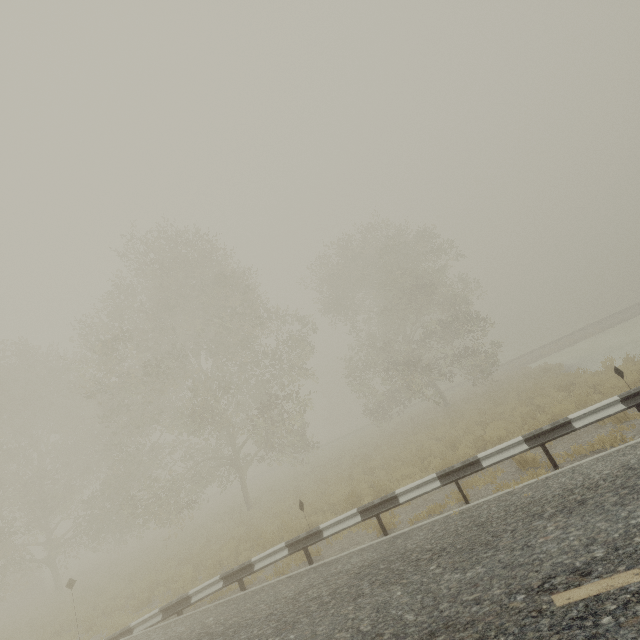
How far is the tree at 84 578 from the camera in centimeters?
1980cm

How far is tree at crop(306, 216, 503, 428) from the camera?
21.9m

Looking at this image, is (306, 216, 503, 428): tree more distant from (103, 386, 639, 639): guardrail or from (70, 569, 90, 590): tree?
(70, 569, 90, 590): tree

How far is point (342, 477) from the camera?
14.7m

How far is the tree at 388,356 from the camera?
21.89m

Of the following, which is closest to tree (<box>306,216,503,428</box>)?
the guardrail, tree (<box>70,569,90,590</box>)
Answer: the guardrail

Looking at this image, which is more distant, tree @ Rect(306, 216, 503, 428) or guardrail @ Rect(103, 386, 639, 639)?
tree @ Rect(306, 216, 503, 428)
